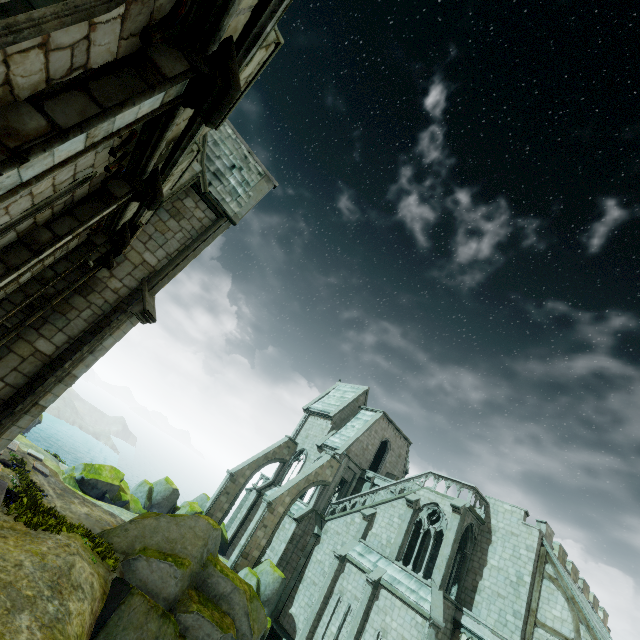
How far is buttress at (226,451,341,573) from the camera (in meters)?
23.44

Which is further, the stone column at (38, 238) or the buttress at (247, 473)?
the buttress at (247, 473)

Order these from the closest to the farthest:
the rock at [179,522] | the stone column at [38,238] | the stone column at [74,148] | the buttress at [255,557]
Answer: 1. the stone column at [74,148]
2. the stone column at [38,238]
3. the rock at [179,522]
4. the buttress at [255,557]

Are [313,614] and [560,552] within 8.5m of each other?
no

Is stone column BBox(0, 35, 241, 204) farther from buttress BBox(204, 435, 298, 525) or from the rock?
buttress BBox(204, 435, 298, 525)

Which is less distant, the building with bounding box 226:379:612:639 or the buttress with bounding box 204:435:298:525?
the building with bounding box 226:379:612:639

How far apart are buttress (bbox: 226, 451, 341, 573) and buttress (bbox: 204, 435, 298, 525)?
5.88m
